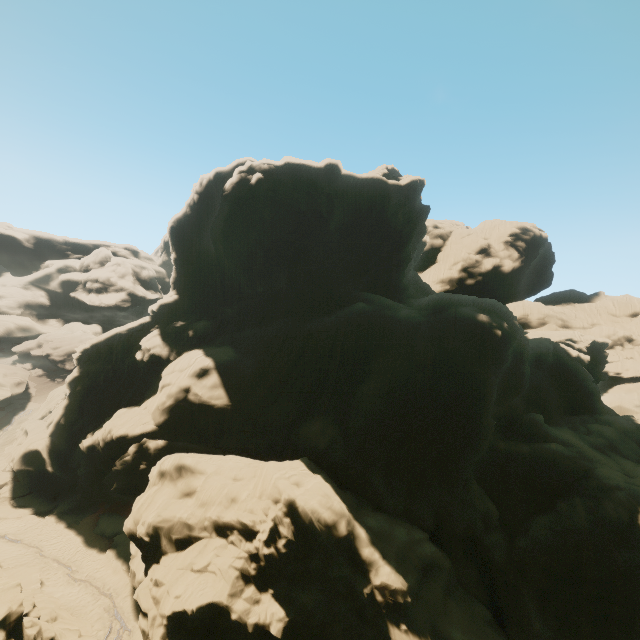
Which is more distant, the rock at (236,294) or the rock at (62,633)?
the rock at (236,294)

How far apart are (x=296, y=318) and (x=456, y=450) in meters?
23.3

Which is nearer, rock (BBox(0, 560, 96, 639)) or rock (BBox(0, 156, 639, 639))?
rock (BBox(0, 560, 96, 639))
